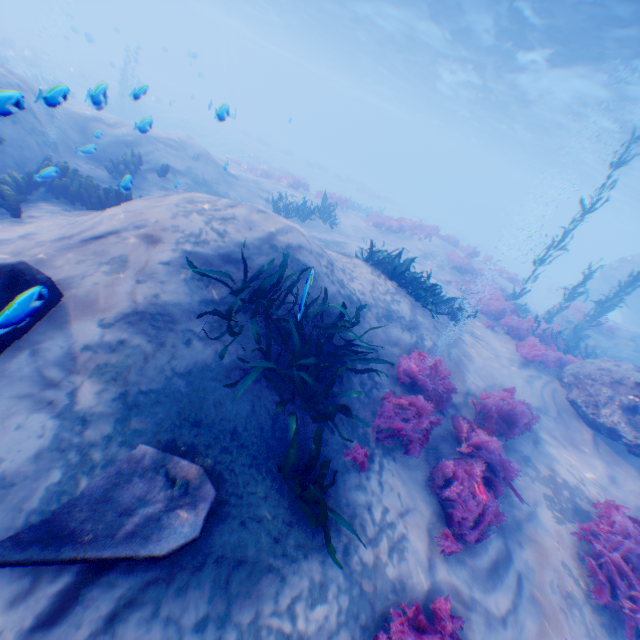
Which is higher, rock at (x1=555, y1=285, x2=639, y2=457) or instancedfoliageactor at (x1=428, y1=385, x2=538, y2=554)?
rock at (x1=555, y1=285, x2=639, y2=457)

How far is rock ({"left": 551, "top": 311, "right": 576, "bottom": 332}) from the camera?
16.1m

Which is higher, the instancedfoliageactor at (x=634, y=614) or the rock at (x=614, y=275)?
the rock at (x=614, y=275)

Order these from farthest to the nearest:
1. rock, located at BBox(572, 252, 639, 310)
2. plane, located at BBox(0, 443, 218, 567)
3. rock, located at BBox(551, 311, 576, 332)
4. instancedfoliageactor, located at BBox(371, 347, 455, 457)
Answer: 1. rock, located at BBox(572, 252, 639, 310)
2. rock, located at BBox(551, 311, 576, 332)
3. instancedfoliageactor, located at BBox(371, 347, 455, 457)
4. plane, located at BBox(0, 443, 218, 567)

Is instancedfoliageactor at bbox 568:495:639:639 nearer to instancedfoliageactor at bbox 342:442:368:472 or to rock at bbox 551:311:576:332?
instancedfoliageactor at bbox 342:442:368:472

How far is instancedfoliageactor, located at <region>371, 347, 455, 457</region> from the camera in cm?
508

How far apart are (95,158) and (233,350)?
9.9 meters

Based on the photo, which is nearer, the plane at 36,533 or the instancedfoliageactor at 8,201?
the plane at 36,533
